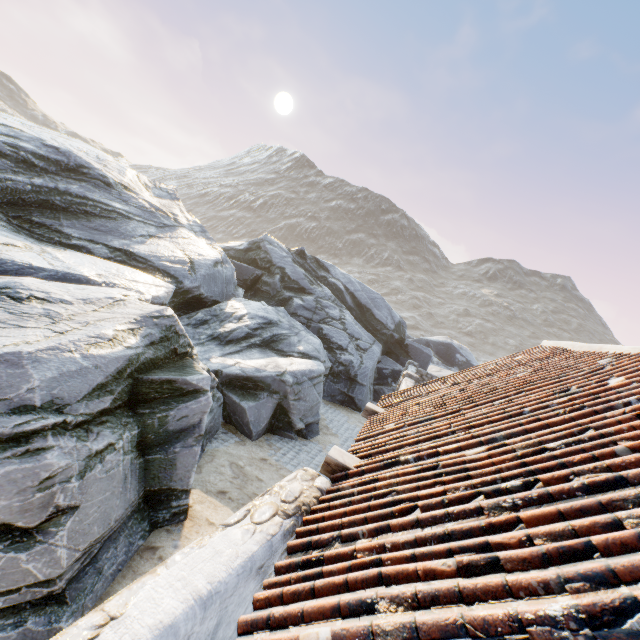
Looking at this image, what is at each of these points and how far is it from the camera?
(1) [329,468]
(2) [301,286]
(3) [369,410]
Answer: (1) wooden beam, 4.0 meters
(2) rock, 19.8 meters
(3) wooden beam, 6.8 meters

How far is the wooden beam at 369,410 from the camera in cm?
677

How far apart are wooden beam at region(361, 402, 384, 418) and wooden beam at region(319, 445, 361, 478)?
2.6 meters

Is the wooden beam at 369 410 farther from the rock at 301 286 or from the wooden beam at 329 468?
the rock at 301 286

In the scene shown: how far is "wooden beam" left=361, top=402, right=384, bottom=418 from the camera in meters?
6.8 m

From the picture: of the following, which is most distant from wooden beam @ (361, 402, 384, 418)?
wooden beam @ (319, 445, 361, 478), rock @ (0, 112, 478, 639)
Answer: rock @ (0, 112, 478, 639)

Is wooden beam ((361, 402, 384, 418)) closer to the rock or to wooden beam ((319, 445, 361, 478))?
wooden beam ((319, 445, 361, 478))

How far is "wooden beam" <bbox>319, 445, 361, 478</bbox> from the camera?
4.0 meters
